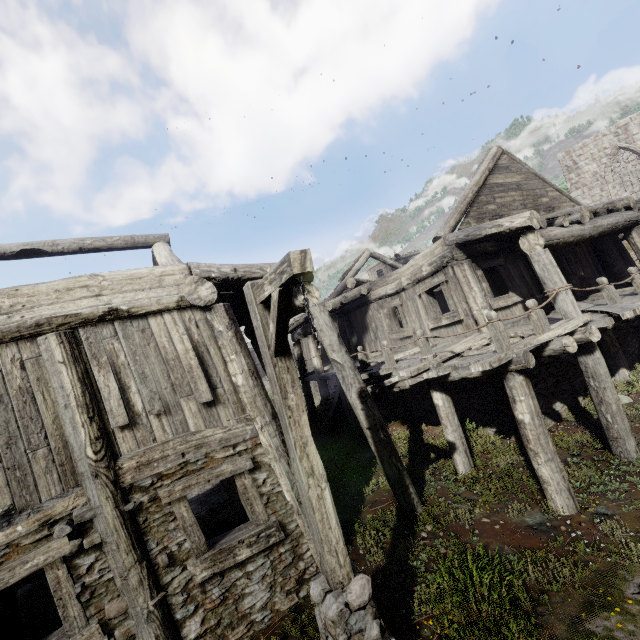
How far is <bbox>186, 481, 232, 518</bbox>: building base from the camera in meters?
10.9 m

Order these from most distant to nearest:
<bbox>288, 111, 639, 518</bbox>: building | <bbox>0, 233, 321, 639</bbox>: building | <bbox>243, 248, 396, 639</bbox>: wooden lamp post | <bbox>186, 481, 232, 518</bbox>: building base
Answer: <bbox>186, 481, 232, 518</bbox>: building base → <bbox>288, 111, 639, 518</bbox>: building → <bbox>0, 233, 321, 639</bbox>: building → <bbox>243, 248, 396, 639</bbox>: wooden lamp post

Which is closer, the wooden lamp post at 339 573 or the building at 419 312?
the wooden lamp post at 339 573

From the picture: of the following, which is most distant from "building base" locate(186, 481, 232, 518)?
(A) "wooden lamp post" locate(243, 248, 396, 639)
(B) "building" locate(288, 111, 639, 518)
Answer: (A) "wooden lamp post" locate(243, 248, 396, 639)

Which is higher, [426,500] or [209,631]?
[209,631]

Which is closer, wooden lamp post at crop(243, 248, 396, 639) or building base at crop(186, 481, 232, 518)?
wooden lamp post at crop(243, 248, 396, 639)

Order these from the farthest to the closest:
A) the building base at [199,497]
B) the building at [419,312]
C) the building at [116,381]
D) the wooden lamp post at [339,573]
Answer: the building base at [199,497]
the building at [419,312]
the building at [116,381]
the wooden lamp post at [339,573]

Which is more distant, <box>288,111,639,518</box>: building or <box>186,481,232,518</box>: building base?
<box>186,481,232,518</box>: building base
